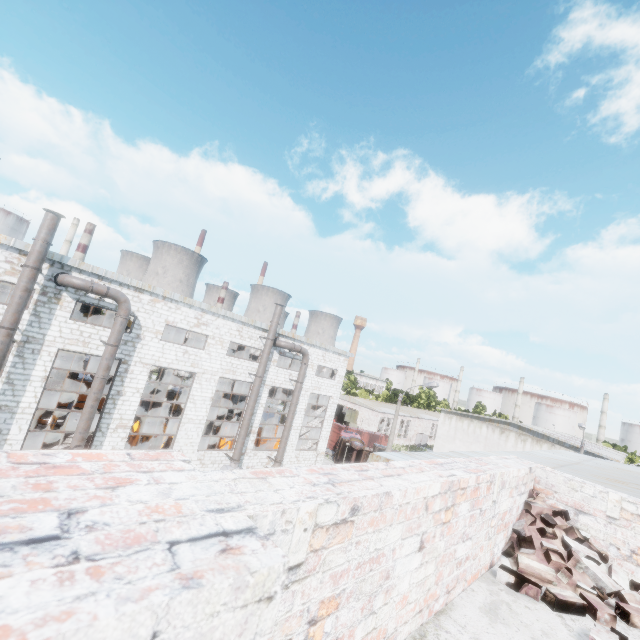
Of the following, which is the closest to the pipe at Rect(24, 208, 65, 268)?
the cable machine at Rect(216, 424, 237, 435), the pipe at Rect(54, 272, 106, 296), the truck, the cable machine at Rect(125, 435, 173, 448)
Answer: the pipe at Rect(54, 272, 106, 296)

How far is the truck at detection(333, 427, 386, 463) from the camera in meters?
32.8

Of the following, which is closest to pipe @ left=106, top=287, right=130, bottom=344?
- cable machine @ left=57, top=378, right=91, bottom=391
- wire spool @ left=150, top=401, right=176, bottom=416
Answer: cable machine @ left=57, top=378, right=91, bottom=391

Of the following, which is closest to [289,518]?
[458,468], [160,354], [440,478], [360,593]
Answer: [360,593]

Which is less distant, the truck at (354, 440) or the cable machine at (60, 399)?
the cable machine at (60, 399)

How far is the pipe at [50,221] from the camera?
14.06m

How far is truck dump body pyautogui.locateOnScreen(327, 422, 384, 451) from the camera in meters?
38.1 m

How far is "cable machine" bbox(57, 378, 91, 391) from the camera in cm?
2738
